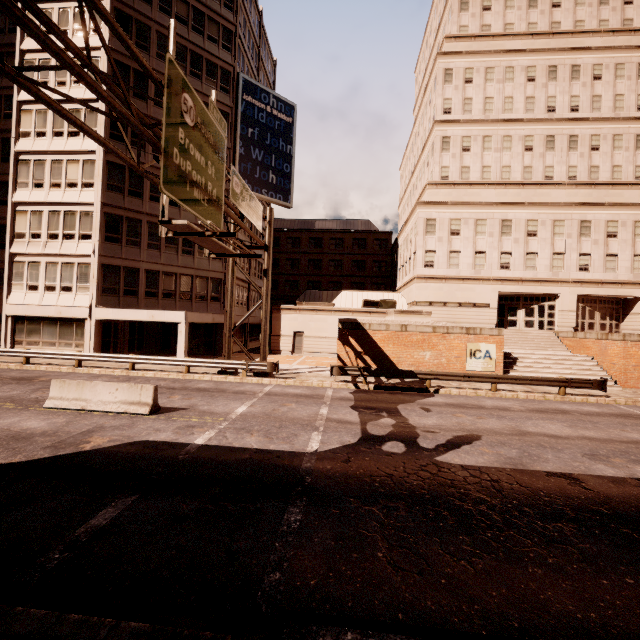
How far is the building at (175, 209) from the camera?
25.91m

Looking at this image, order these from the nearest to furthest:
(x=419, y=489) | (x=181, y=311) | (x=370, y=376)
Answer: (x=419, y=489)
(x=370, y=376)
(x=181, y=311)

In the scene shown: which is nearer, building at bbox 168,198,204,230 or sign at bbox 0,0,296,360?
sign at bbox 0,0,296,360

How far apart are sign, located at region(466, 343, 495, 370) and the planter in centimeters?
255cm

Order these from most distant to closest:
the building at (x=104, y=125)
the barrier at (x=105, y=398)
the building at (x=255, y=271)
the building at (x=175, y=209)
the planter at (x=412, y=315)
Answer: the building at (x=255, y=271), the building at (x=175, y=209), the building at (x=104, y=125), the planter at (x=412, y=315), the barrier at (x=105, y=398)

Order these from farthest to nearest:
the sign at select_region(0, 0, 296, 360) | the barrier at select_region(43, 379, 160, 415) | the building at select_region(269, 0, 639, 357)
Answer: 1. the building at select_region(269, 0, 639, 357)
2. the barrier at select_region(43, 379, 160, 415)
3. the sign at select_region(0, 0, 296, 360)

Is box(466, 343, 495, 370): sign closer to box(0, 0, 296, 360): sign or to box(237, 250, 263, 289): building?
box(0, 0, 296, 360): sign

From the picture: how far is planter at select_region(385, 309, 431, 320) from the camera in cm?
2167
